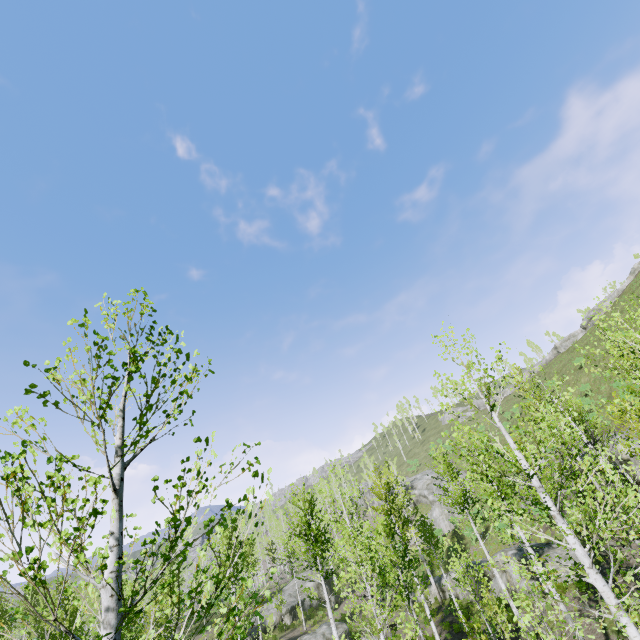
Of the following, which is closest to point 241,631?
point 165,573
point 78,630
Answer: point 78,630

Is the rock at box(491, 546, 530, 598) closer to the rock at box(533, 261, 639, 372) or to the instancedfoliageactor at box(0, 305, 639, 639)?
the instancedfoliageactor at box(0, 305, 639, 639)

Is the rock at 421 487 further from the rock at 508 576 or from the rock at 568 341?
the rock at 568 341

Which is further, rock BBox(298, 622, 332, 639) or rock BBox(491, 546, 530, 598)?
rock BBox(298, 622, 332, 639)

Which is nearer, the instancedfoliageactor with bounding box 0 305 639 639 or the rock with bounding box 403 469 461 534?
the instancedfoliageactor with bounding box 0 305 639 639

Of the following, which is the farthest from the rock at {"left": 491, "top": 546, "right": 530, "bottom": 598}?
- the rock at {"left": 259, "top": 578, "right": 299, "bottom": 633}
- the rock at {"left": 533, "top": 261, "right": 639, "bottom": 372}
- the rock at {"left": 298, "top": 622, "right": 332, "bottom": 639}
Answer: the rock at {"left": 533, "top": 261, "right": 639, "bottom": 372}

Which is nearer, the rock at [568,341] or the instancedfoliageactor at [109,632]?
the instancedfoliageactor at [109,632]
